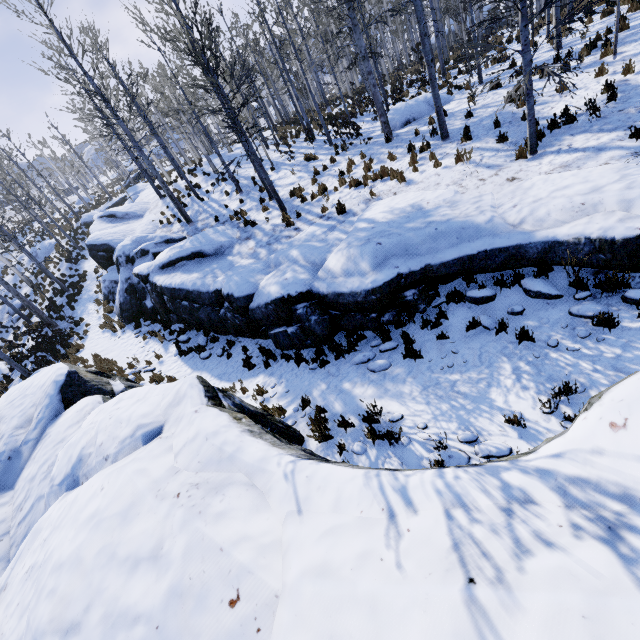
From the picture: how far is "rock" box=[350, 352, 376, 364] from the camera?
7.3m

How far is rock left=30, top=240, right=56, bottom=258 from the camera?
31.12m

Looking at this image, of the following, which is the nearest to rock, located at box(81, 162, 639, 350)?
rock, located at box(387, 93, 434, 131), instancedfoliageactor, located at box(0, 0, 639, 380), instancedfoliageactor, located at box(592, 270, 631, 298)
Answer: instancedfoliageactor, located at box(592, 270, 631, 298)

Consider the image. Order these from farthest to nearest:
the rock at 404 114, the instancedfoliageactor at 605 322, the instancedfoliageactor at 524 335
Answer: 1. the rock at 404 114
2. the instancedfoliageactor at 524 335
3. the instancedfoliageactor at 605 322

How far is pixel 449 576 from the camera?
1.7m

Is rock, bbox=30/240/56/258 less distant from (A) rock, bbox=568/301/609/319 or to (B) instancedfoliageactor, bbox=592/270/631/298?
(A) rock, bbox=568/301/609/319

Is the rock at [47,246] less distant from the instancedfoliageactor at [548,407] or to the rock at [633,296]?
the rock at [633,296]
